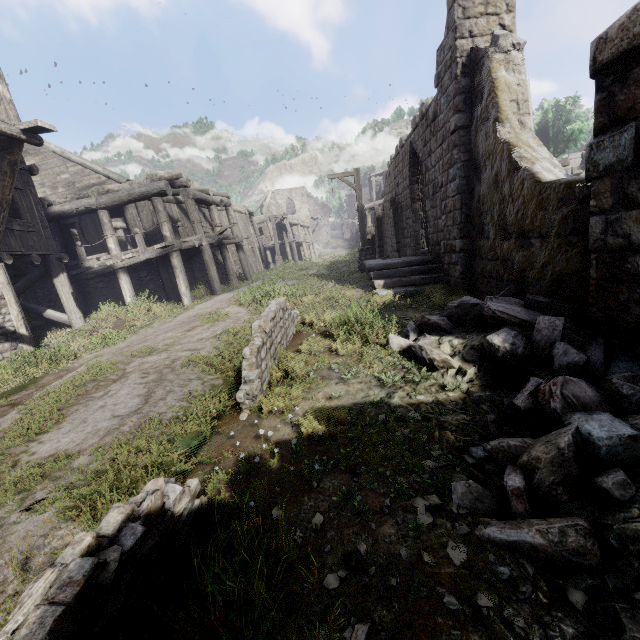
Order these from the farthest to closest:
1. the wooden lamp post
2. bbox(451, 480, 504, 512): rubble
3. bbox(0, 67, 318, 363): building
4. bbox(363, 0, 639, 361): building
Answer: the wooden lamp post, bbox(0, 67, 318, 363): building, bbox(363, 0, 639, 361): building, bbox(451, 480, 504, 512): rubble

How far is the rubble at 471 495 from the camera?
2.62m

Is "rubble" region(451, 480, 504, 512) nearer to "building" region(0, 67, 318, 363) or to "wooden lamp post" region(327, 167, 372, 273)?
"building" region(0, 67, 318, 363)

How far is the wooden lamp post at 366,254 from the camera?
14.8 meters

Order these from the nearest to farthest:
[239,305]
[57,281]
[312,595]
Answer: [312,595] < [239,305] < [57,281]

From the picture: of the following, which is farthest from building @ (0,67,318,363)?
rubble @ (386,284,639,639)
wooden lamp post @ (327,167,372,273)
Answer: wooden lamp post @ (327,167,372,273)

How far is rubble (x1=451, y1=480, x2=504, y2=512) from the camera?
2.62m

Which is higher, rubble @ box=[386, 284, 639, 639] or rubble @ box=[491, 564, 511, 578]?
rubble @ box=[386, 284, 639, 639]
